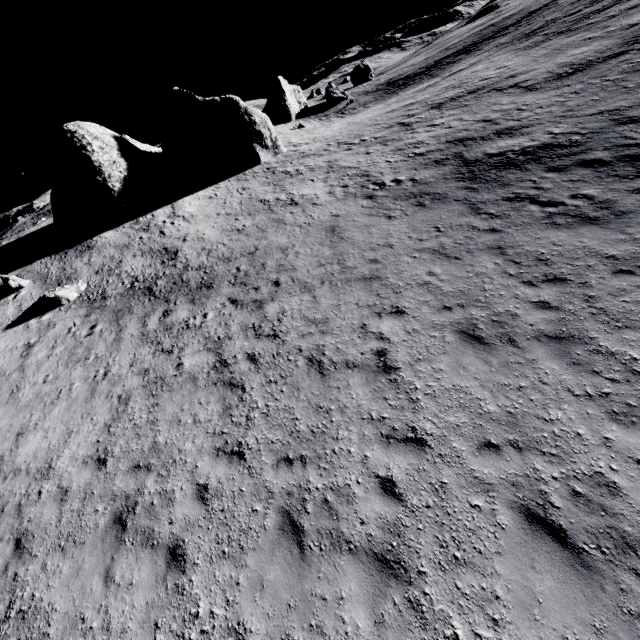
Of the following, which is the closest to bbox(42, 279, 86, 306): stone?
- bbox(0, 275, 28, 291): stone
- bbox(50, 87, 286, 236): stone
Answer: bbox(0, 275, 28, 291): stone

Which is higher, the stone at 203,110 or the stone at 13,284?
the stone at 203,110

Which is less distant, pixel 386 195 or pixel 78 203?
pixel 386 195

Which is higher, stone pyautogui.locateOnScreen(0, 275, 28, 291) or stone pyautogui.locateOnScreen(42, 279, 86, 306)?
stone pyautogui.locateOnScreen(0, 275, 28, 291)

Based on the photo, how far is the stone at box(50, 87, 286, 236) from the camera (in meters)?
22.94

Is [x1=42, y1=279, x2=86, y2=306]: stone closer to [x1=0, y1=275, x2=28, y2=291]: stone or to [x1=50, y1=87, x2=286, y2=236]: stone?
[x1=0, y1=275, x2=28, y2=291]: stone

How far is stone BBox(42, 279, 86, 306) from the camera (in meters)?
16.67

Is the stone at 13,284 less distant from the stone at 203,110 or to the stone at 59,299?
the stone at 59,299
